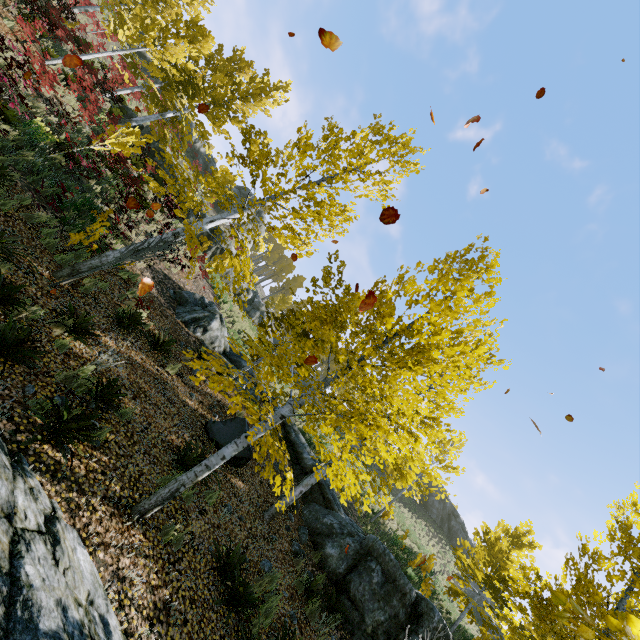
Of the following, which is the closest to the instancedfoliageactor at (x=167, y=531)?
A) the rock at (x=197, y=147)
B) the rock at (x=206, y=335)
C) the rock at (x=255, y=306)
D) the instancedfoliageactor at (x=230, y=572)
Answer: the instancedfoliageactor at (x=230, y=572)

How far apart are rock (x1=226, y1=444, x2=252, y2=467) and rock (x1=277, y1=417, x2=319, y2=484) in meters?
3.7 m

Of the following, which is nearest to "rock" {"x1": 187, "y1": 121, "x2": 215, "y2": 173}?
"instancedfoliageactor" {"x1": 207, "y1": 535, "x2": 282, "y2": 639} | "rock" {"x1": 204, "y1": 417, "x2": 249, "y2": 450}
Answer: "rock" {"x1": 204, "y1": 417, "x2": 249, "y2": 450}

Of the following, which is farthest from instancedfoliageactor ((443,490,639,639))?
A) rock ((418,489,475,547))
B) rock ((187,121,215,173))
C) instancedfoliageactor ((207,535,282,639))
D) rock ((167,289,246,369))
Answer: rock ((418,489,475,547))

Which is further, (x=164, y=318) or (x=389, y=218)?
(x=164, y=318)

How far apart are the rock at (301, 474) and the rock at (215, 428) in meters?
3.7

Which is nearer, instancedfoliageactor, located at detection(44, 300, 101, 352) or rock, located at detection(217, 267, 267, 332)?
instancedfoliageactor, located at detection(44, 300, 101, 352)
